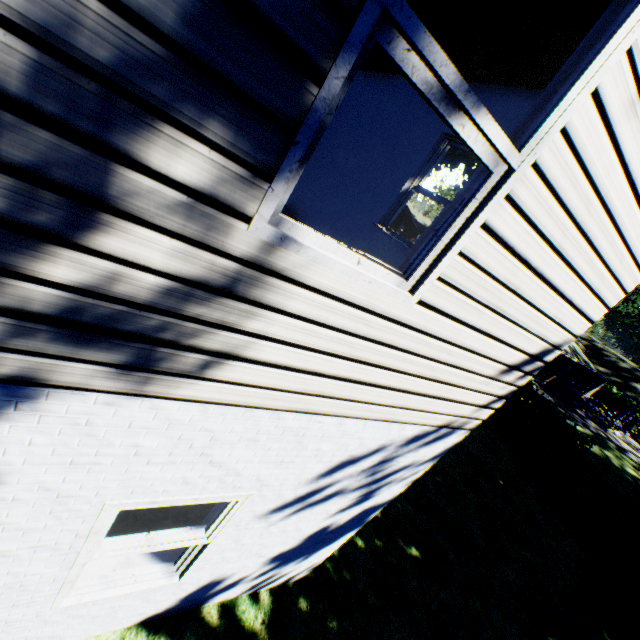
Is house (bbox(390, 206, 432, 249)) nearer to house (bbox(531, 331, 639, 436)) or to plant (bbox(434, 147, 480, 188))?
plant (bbox(434, 147, 480, 188))

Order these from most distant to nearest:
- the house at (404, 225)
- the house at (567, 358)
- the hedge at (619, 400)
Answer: the house at (404, 225) → the hedge at (619, 400) → the house at (567, 358)

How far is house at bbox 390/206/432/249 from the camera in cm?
5447

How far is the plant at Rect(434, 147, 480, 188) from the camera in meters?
14.7 m

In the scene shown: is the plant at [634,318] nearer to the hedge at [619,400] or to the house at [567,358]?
the house at [567,358]

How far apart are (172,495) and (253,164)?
2.17m

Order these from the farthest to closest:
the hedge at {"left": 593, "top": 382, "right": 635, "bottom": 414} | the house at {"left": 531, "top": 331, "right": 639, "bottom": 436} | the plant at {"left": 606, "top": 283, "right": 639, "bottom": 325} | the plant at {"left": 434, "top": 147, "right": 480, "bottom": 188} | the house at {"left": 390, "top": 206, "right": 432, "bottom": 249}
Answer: the house at {"left": 390, "top": 206, "right": 432, "bottom": 249}
the hedge at {"left": 593, "top": 382, "right": 635, "bottom": 414}
the house at {"left": 531, "top": 331, "right": 639, "bottom": 436}
the plant at {"left": 434, "top": 147, "right": 480, "bottom": 188}
the plant at {"left": 606, "top": 283, "right": 639, "bottom": 325}

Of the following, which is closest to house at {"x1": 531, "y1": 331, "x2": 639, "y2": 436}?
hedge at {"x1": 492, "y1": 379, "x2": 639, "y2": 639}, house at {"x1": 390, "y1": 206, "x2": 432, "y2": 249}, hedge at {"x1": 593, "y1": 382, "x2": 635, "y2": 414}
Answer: hedge at {"x1": 593, "y1": 382, "x2": 635, "y2": 414}
